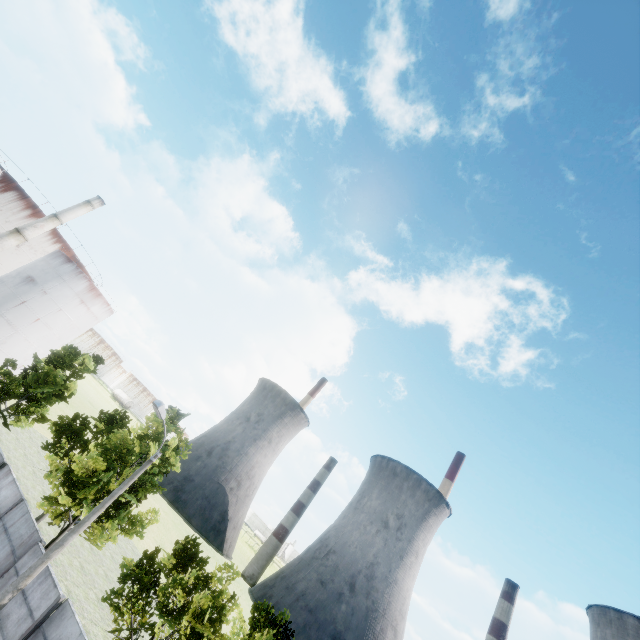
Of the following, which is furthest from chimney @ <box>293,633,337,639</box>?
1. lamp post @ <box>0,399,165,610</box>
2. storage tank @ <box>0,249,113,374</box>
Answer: lamp post @ <box>0,399,165,610</box>

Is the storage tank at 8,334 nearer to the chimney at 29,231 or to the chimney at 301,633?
the chimney at 29,231

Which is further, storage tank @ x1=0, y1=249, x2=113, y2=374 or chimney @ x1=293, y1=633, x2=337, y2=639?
chimney @ x1=293, y1=633, x2=337, y2=639

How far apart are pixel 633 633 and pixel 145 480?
94.7m

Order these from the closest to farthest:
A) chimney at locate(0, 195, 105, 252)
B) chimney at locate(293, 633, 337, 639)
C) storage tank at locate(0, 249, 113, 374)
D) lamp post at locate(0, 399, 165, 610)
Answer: lamp post at locate(0, 399, 165, 610)
chimney at locate(0, 195, 105, 252)
storage tank at locate(0, 249, 113, 374)
chimney at locate(293, 633, 337, 639)

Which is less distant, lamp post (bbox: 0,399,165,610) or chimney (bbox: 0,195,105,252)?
lamp post (bbox: 0,399,165,610)

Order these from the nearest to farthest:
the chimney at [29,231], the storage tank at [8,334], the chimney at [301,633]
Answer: the chimney at [29,231] < the storage tank at [8,334] < the chimney at [301,633]

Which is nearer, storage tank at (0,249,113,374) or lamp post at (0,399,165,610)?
lamp post at (0,399,165,610)
